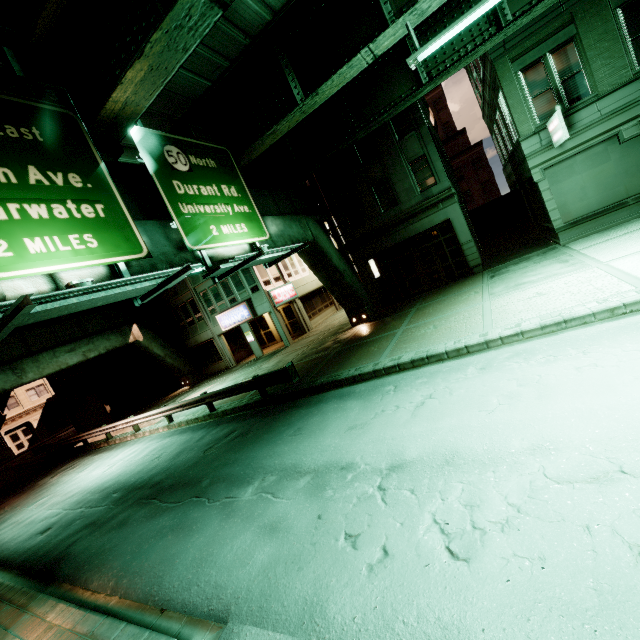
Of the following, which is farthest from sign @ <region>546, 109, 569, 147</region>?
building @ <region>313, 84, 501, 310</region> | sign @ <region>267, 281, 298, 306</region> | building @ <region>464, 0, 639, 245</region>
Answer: sign @ <region>267, 281, 298, 306</region>

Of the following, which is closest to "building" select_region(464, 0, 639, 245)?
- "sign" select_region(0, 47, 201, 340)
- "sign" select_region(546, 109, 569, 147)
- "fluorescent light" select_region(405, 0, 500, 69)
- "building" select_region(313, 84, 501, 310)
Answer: "sign" select_region(546, 109, 569, 147)

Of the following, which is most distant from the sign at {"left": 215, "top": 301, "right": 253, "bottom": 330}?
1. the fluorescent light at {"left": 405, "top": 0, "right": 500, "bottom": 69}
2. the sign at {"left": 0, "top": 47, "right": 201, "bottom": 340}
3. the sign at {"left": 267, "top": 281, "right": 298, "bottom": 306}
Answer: the fluorescent light at {"left": 405, "top": 0, "right": 500, "bottom": 69}

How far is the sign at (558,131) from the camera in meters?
12.5

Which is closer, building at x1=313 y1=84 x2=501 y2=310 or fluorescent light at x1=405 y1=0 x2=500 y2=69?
fluorescent light at x1=405 y1=0 x2=500 y2=69

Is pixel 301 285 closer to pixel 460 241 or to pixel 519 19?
pixel 460 241

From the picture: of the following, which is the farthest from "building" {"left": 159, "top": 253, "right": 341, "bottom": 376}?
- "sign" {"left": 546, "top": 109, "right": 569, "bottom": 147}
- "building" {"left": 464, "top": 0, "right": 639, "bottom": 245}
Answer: "sign" {"left": 546, "top": 109, "right": 569, "bottom": 147}

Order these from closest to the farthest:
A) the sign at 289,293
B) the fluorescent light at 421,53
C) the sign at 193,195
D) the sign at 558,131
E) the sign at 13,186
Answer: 1. the sign at 13,186
2. the fluorescent light at 421,53
3. the sign at 193,195
4. the sign at 558,131
5. the sign at 289,293
